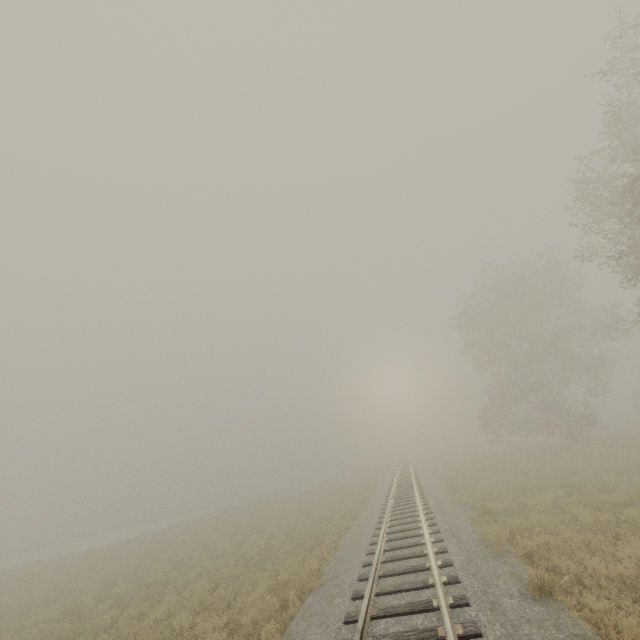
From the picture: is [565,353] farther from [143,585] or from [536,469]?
[143,585]
